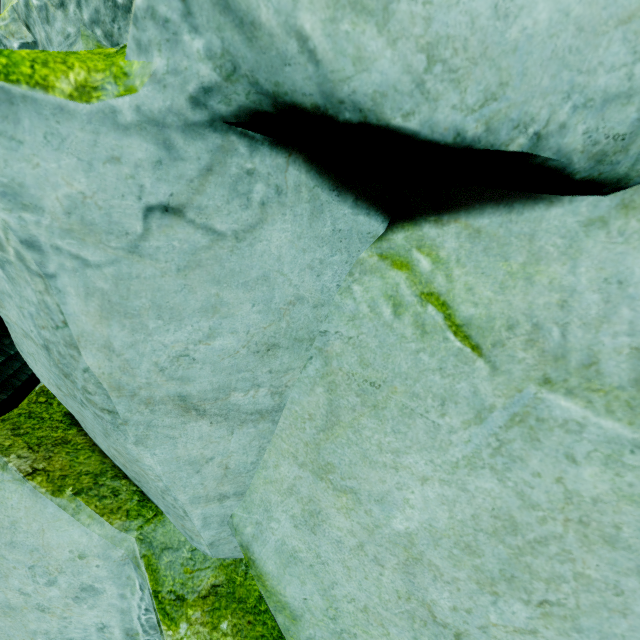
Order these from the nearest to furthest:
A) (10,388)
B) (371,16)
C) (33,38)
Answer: (371,16), (33,38), (10,388)
